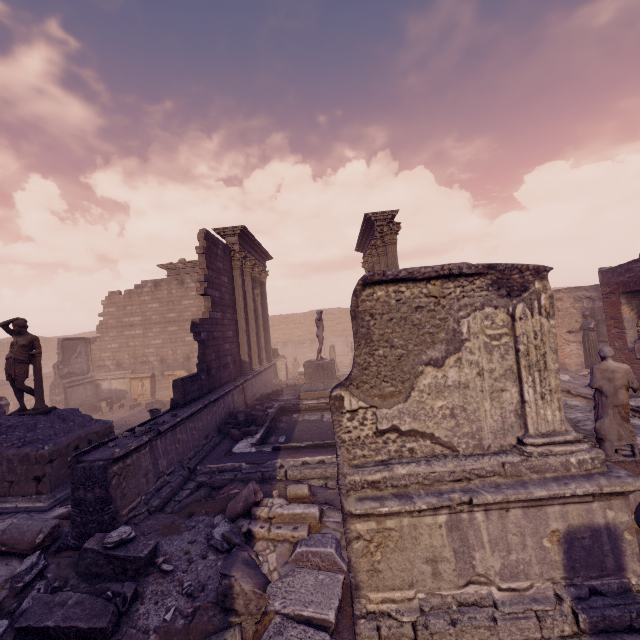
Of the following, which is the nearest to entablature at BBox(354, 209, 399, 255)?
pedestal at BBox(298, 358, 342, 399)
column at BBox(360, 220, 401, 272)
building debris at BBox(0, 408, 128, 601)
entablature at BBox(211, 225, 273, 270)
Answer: column at BBox(360, 220, 401, 272)

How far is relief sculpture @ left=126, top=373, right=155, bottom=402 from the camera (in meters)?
18.58

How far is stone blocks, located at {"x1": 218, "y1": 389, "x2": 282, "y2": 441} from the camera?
9.2m

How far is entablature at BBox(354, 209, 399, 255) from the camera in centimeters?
1345cm

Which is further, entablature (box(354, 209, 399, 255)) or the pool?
entablature (box(354, 209, 399, 255))

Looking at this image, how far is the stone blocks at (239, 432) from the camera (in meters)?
9.16

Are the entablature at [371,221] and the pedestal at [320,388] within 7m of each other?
yes

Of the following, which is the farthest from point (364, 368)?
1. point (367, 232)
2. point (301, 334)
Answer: point (301, 334)
